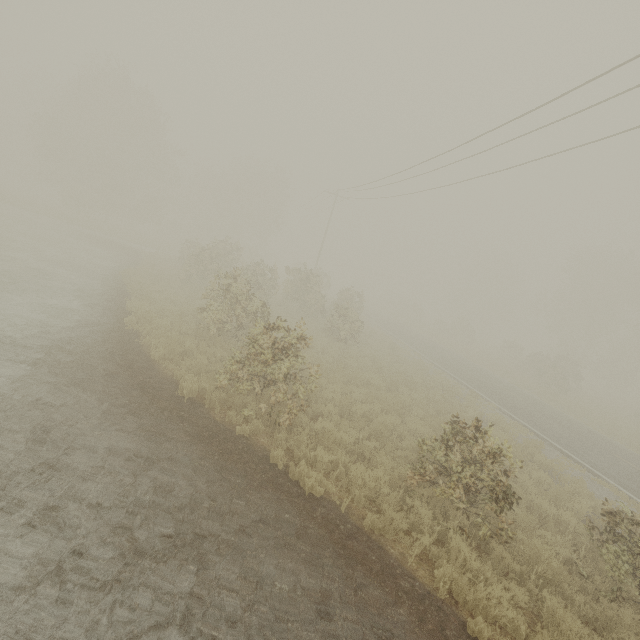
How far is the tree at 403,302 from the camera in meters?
51.6

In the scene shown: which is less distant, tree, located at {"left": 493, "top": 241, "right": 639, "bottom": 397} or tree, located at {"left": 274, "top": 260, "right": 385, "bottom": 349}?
tree, located at {"left": 274, "top": 260, "right": 385, "bottom": 349}

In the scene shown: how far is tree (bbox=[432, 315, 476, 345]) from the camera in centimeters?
4281cm

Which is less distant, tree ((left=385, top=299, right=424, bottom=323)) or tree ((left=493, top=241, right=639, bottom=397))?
tree ((left=493, top=241, right=639, bottom=397))

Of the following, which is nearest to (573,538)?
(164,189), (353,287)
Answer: (353,287)

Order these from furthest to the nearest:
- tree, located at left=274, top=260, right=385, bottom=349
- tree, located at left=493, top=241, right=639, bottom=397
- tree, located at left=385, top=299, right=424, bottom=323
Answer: tree, located at left=385, top=299, right=424, bottom=323 → tree, located at left=493, top=241, right=639, bottom=397 → tree, located at left=274, top=260, right=385, bottom=349

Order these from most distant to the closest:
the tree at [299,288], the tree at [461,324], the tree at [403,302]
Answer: the tree at [403,302] → the tree at [461,324] → the tree at [299,288]
